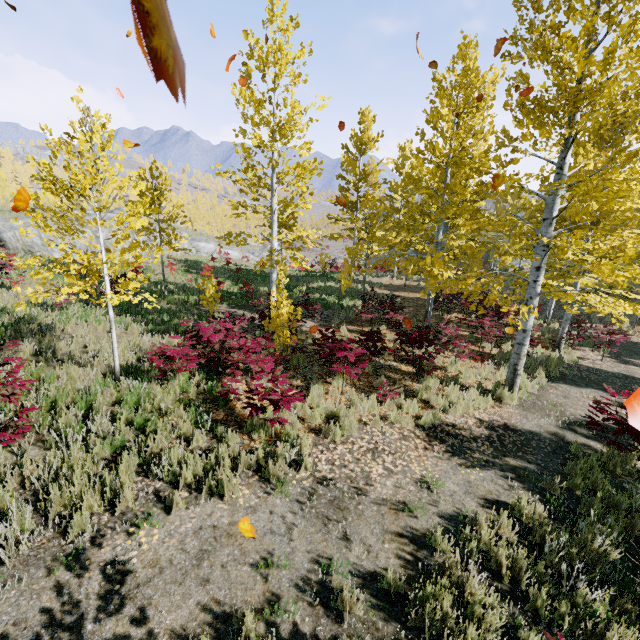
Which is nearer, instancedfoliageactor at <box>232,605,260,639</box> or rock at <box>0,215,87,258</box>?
instancedfoliageactor at <box>232,605,260,639</box>

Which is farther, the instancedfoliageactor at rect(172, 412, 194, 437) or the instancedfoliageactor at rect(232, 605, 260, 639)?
the instancedfoliageactor at rect(172, 412, 194, 437)

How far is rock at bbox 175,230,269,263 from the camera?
33.12m

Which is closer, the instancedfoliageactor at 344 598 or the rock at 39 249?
the instancedfoliageactor at 344 598

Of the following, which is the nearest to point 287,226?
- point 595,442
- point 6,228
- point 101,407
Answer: point 101,407

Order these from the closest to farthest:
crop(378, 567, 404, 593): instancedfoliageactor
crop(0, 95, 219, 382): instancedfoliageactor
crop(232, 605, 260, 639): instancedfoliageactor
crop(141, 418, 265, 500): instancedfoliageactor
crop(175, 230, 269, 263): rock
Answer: crop(232, 605, 260, 639): instancedfoliageactor
crop(378, 567, 404, 593): instancedfoliageactor
crop(141, 418, 265, 500): instancedfoliageactor
crop(0, 95, 219, 382): instancedfoliageactor
crop(175, 230, 269, 263): rock

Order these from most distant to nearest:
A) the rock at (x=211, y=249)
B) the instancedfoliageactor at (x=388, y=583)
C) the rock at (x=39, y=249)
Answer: the rock at (x=211, y=249), the rock at (x=39, y=249), the instancedfoliageactor at (x=388, y=583)
